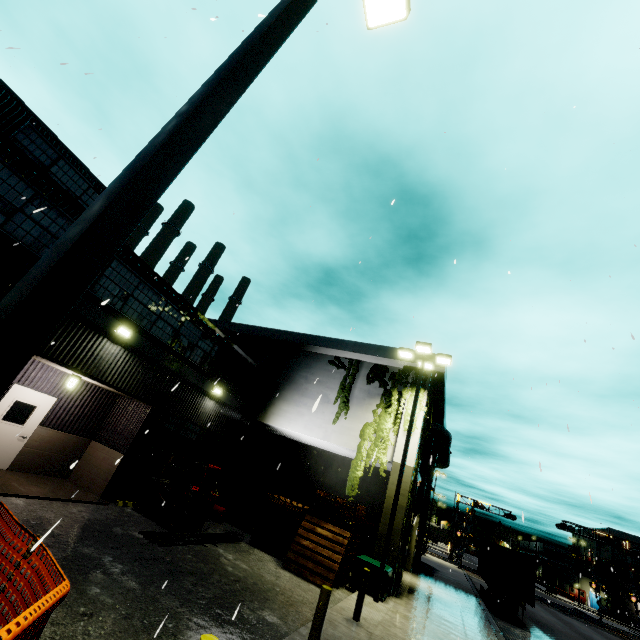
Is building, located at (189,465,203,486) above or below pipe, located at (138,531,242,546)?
above

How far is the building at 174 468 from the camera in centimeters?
1396cm

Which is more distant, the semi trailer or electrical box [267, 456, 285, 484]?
electrical box [267, 456, 285, 484]

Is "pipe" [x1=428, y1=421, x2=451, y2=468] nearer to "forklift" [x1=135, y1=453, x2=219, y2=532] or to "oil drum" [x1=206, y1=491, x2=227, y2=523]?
"oil drum" [x1=206, y1=491, x2=227, y2=523]

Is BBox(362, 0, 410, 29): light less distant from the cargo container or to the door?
the door

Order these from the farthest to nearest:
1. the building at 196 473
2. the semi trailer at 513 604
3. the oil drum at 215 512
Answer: the semi trailer at 513 604 < the building at 196 473 < the oil drum at 215 512

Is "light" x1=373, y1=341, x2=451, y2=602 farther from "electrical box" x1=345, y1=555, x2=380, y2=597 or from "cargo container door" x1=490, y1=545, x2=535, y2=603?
"cargo container door" x1=490, y1=545, x2=535, y2=603

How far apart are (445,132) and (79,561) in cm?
1148
